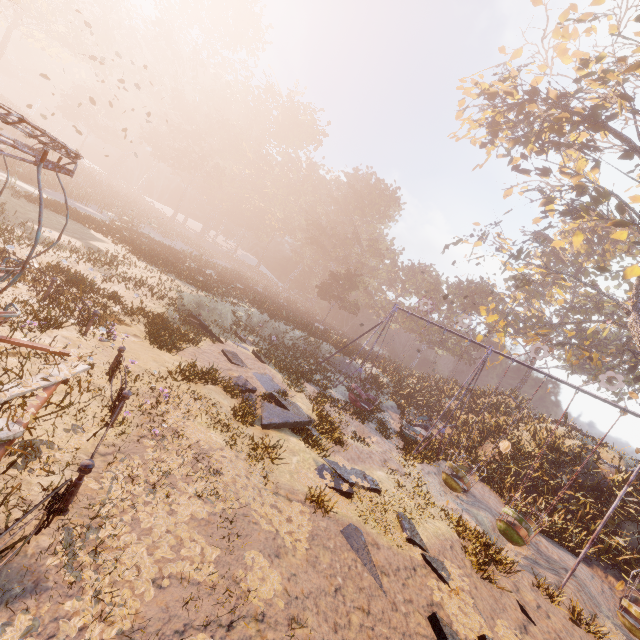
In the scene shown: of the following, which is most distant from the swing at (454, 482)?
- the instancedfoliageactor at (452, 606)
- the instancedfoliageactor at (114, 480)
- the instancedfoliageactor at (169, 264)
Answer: the instancedfoliageactor at (169, 264)

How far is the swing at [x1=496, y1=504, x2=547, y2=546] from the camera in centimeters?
1078cm

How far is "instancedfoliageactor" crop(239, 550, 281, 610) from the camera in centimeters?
425cm

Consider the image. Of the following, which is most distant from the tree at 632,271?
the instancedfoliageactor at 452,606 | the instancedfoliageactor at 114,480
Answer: the instancedfoliageactor at 114,480

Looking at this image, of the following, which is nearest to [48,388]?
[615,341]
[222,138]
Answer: [615,341]

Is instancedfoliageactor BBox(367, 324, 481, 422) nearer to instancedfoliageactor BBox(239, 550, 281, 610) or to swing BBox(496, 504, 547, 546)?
swing BBox(496, 504, 547, 546)

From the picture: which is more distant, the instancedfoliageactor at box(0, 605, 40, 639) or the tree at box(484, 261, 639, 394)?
the tree at box(484, 261, 639, 394)

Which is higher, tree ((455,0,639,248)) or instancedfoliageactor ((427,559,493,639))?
tree ((455,0,639,248))
